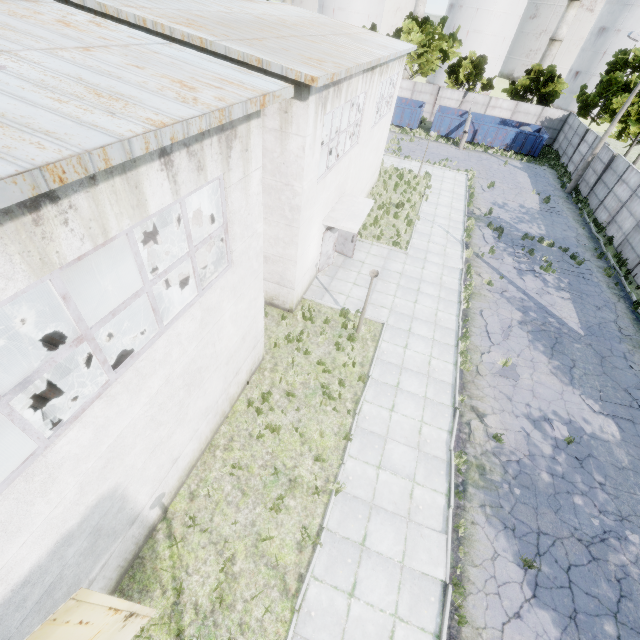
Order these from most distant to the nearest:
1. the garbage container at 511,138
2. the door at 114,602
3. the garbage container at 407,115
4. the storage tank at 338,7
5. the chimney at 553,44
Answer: the storage tank at 338,7 → the chimney at 553,44 → the garbage container at 407,115 → the garbage container at 511,138 → the door at 114,602

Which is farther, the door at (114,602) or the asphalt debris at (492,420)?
the asphalt debris at (492,420)

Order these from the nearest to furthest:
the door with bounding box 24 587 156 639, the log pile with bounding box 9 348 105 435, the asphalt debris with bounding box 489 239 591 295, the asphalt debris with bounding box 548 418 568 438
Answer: the door with bounding box 24 587 156 639 < the log pile with bounding box 9 348 105 435 < the asphalt debris with bounding box 548 418 568 438 < the asphalt debris with bounding box 489 239 591 295

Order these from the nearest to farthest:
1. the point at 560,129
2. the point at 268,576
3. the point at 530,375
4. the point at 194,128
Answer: the point at 194,128
the point at 268,576
the point at 530,375
the point at 560,129

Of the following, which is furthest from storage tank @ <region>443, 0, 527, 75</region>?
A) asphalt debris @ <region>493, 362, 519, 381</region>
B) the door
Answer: the door

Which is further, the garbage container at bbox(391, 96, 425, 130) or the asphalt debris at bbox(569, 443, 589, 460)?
the garbage container at bbox(391, 96, 425, 130)

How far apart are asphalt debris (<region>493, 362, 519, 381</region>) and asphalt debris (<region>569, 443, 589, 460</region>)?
2.48m

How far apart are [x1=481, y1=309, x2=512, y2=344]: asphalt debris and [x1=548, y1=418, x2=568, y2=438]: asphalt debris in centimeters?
342cm
